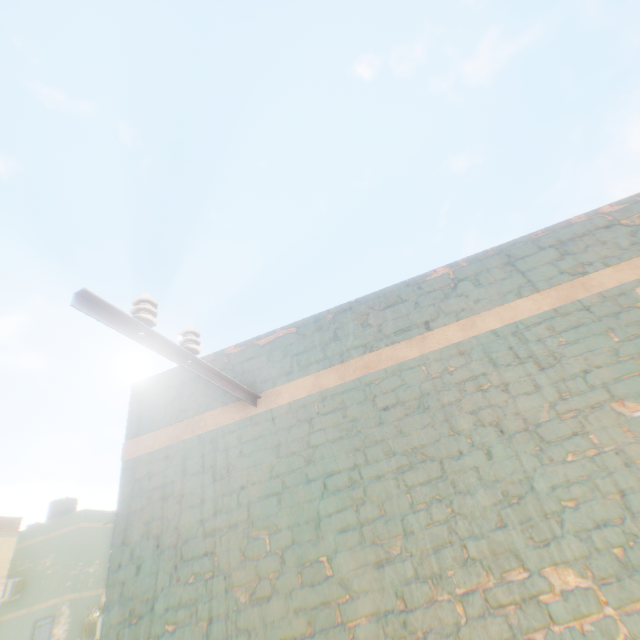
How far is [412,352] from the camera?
3.06m
